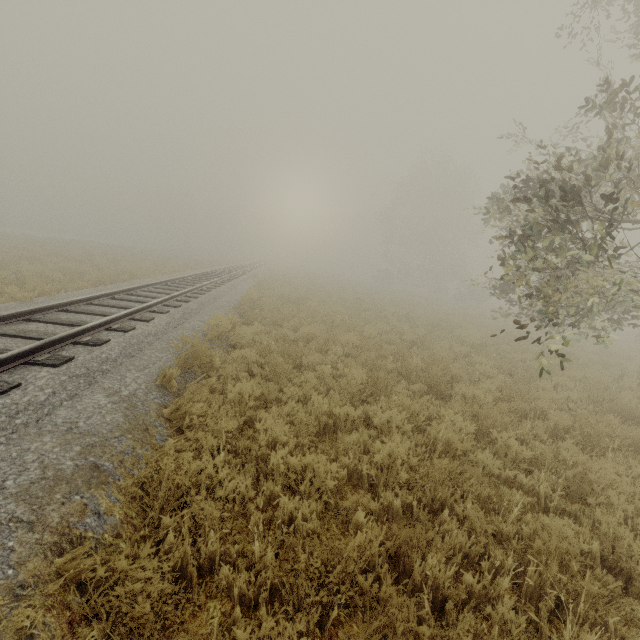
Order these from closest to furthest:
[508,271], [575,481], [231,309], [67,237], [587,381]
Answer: [575,481] < [508,271] < [587,381] < [231,309] < [67,237]
